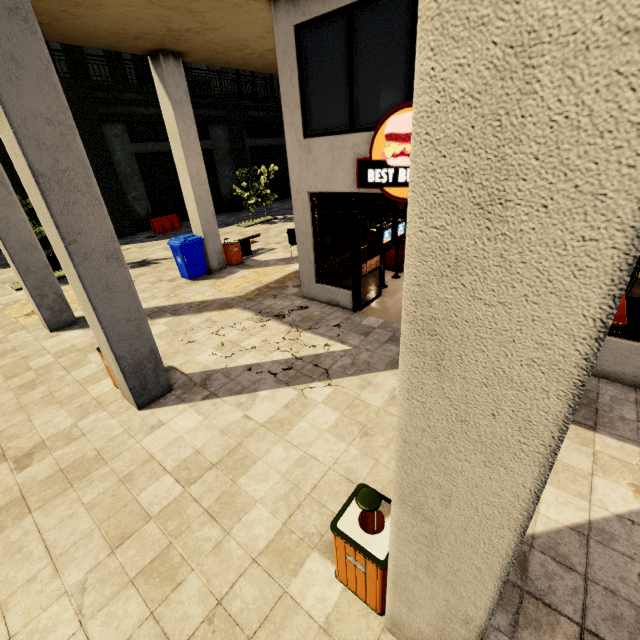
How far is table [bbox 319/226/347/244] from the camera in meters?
11.1

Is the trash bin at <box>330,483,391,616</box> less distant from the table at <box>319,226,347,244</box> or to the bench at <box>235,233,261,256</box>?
the table at <box>319,226,347,244</box>

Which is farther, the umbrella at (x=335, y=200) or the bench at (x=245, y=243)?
the bench at (x=245, y=243)

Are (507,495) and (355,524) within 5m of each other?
yes

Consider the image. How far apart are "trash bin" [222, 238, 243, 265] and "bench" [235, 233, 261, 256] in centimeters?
18cm

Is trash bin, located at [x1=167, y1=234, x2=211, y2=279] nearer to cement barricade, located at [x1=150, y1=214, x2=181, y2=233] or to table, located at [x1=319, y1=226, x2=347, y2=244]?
table, located at [x1=319, y1=226, x2=347, y2=244]

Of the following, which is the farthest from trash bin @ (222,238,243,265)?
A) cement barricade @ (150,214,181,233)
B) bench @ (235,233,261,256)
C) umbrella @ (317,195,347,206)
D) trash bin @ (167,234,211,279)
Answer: cement barricade @ (150,214,181,233)

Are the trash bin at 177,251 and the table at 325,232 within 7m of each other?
yes
